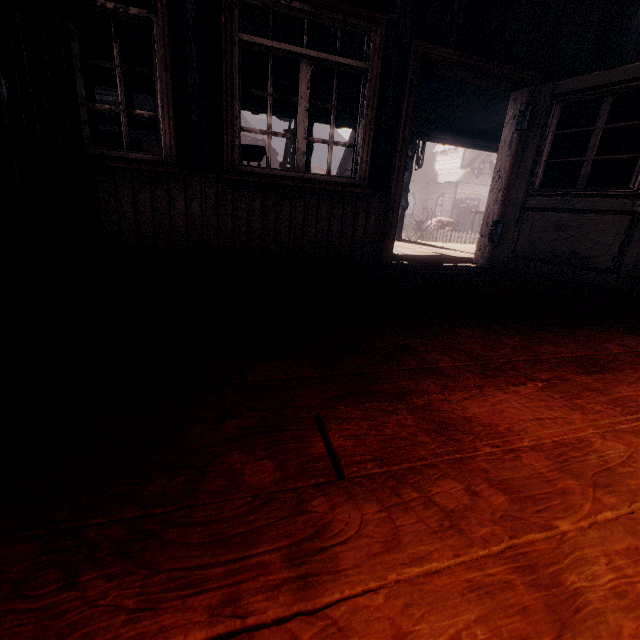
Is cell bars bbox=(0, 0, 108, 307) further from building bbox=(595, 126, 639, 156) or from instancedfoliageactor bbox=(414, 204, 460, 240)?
instancedfoliageactor bbox=(414, 204, 460, 240)

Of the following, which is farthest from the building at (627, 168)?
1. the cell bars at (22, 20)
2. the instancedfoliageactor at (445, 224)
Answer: the instancedfoliageactor at (445, 224)

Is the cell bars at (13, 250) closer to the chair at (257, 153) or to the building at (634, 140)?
the building at (634, 140)

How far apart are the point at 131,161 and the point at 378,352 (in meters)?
2.98

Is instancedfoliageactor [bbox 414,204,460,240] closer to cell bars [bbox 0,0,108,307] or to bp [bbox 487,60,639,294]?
bp [bbox 487,60,639,294]

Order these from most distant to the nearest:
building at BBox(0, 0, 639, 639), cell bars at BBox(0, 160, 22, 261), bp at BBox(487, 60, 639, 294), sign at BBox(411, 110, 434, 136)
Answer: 1. sign at BBox(411, 110, 434, 136)
2. bp at BBox(487, 60, 639, 294)
3. cell bars at BBox(0, 160, 22, 261)
4. building at BBox(0, 0, 639, 639)

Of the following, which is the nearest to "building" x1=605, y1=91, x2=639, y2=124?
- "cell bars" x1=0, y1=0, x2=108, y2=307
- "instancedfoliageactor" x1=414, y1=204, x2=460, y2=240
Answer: "cell bars" x1=0, y1=0, x2=108, y2=307

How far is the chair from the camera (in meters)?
3.68
